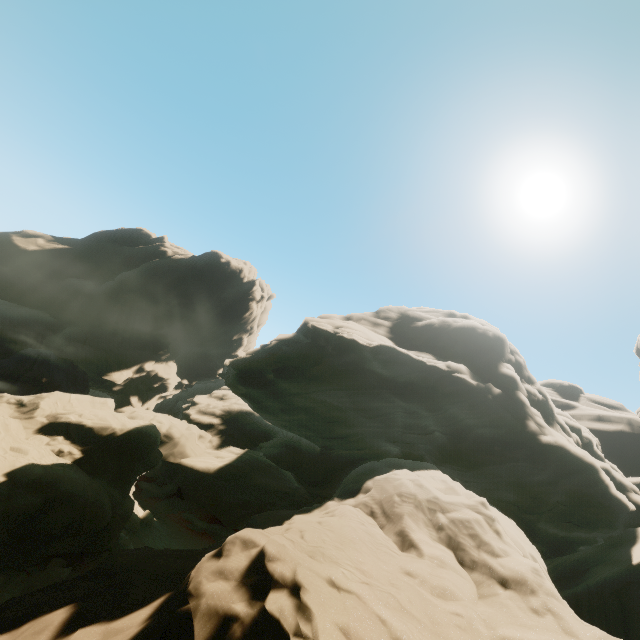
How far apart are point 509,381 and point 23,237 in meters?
67.8 m
